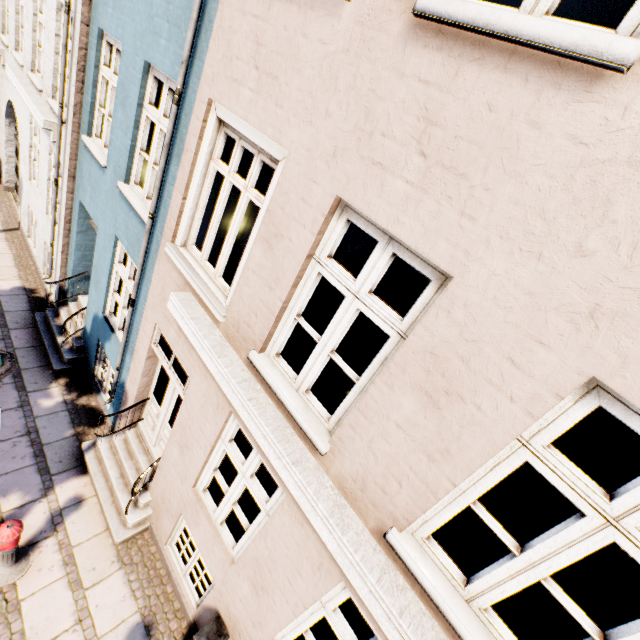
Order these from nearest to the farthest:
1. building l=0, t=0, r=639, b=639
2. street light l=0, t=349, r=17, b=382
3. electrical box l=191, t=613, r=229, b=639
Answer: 1. building l=0, t=0, r=639, b=639
2. street light l=0, t=349, r=17, b=382
3. electrical box l=191, t=613, r=229, b=639

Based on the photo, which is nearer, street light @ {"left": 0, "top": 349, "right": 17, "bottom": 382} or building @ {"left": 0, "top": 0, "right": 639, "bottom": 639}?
building @ {"left": 0, "top": 0, "right": 639, "bottom": 639}

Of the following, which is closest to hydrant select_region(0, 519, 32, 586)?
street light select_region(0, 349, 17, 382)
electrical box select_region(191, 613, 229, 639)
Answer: street light select_region(0, 349, 17, 382)

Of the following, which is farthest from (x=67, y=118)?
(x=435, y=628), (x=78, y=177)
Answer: (x=435, y=628)

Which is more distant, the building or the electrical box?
the electrical box

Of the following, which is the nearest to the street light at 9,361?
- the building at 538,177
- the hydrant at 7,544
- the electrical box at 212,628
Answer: the hydrant at 7,544

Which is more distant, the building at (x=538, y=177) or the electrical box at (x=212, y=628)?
the electrical box at (x=212, y=628)

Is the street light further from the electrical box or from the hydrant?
the electrical box
